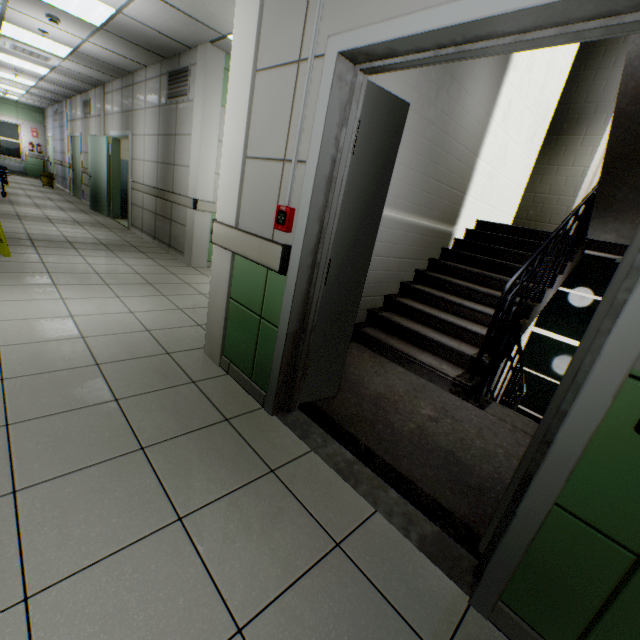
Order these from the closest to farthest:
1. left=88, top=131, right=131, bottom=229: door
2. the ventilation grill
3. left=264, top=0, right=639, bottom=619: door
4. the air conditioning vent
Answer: left=264, top=0, right=639, bottom=619: door
the ventilation grill
the air conditioning vent
left=88, top=131, right=131, bottom=229: door

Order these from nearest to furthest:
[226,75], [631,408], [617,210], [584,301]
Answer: [631,408] → [617,210] → [226,75] → [584,301]

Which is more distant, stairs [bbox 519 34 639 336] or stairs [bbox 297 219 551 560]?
stairs [bbox 519 34 639 336]

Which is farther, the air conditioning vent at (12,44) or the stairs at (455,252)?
the air conditioning vent at (12,44)

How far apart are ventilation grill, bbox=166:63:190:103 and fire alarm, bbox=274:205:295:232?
4.74m

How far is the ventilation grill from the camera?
5.13m

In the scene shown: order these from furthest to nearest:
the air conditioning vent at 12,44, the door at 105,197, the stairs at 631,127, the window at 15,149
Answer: the window at 15,149 → the door at 105,197 → the air conditioning vent at 12,44 → the stairs at 631,127

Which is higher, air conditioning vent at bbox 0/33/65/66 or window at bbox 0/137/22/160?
air conditioning vent at bbox 0/33/65/66
